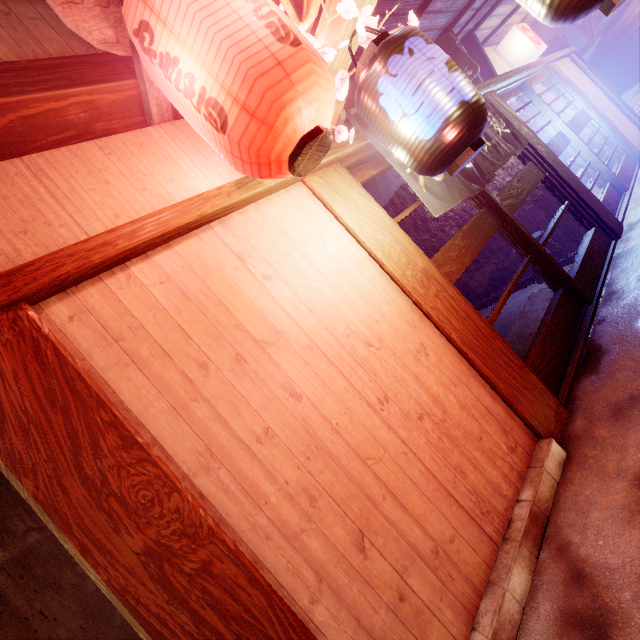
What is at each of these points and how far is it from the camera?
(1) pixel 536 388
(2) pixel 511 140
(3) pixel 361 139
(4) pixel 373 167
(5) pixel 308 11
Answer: (1) wood pole, 4.71m
(2) flag, 7.42m
(3) wood bar, 5.20m
(4) door, 5.75m
(5) plant, 3.50m

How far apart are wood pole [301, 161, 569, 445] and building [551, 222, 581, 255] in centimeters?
658cm

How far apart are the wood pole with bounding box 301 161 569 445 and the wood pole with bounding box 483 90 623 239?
6.36m

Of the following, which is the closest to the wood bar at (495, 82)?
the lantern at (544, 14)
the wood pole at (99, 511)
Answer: the wood pole at (99, 511)

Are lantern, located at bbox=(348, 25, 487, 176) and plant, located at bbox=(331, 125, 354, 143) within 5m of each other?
yes

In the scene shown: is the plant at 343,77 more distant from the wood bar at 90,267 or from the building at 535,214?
the building at 535,214

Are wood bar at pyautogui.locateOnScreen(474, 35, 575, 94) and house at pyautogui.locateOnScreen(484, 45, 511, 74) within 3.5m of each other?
yes

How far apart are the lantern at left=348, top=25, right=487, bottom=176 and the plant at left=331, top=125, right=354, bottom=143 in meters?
0.5 m
